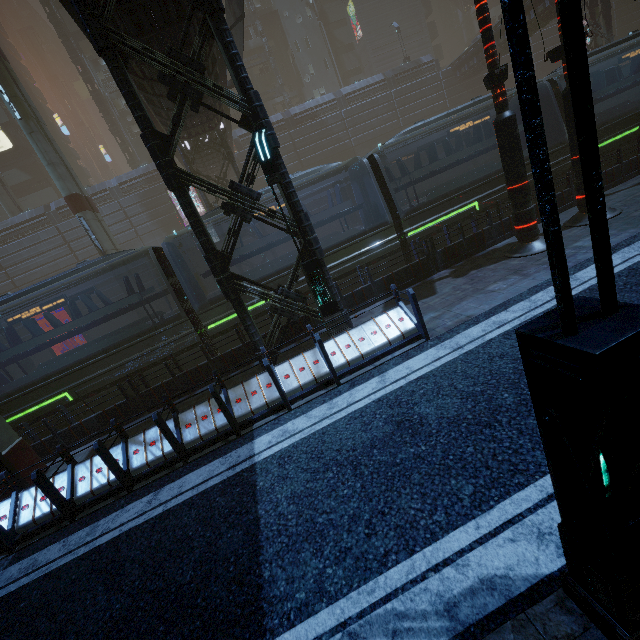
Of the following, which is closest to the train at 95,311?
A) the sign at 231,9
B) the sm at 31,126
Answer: the sign at 231,9

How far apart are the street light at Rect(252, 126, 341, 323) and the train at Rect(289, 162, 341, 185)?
3.95m

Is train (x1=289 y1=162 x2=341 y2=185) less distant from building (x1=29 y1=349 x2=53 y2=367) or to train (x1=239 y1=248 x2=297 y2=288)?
train (x1=239 y1=248 x2=297 y2=288)

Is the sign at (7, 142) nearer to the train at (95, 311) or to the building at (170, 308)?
the building at (170, 308)

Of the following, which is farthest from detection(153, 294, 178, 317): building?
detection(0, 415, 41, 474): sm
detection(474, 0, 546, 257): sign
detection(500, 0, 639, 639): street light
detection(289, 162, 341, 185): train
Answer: detection(500, 0, 639, 639): street light

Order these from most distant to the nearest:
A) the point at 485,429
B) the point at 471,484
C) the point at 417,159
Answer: the point at 417,159 → the point at 485,429 → the point at 471,484

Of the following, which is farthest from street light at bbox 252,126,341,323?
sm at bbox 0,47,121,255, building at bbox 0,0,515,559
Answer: sm at bbox 0,47,121,255

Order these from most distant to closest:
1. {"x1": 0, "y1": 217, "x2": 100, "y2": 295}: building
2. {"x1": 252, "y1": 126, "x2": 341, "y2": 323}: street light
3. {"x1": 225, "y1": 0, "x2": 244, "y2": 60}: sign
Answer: {"x1": 0, "y1": 217, "x2": 100, "y2": 295}: building < {"x1": 225, "y1": 0, "x2": 244, "y2": 60}: sign < {"x1": 252, "y1": 126, "x2": 341, "y2": 323}: street light
